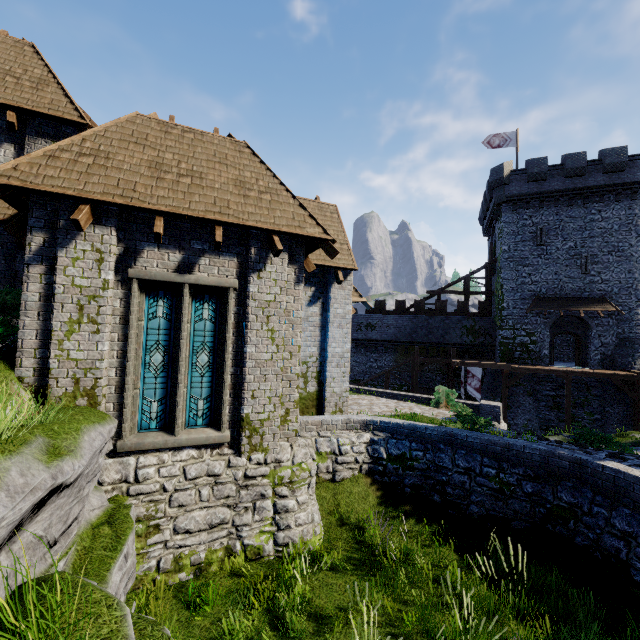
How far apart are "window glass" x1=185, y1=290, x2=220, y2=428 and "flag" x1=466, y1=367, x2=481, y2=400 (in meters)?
23.12

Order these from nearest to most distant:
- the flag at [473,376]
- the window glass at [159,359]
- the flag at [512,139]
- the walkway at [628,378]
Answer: the window glass at [159,359]
the walkway at [628,378]
the flag at [473,376]
the flag at [512,139]

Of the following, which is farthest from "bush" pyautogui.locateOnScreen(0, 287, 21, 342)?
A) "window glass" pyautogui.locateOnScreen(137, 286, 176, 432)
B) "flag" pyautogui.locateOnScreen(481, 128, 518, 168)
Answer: "flag" pyautogui.locateOnScreen(481, 128, 518, 168)

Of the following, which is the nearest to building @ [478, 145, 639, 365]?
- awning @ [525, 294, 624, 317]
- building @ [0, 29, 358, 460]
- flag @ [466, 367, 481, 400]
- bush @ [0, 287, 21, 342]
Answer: awning @ [525, 294, 624, 317]

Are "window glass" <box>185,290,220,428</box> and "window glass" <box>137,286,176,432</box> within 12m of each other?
yes

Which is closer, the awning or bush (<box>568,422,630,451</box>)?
bush (<box>568,422,630,451</box>)

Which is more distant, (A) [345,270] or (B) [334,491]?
(A) [345,270]

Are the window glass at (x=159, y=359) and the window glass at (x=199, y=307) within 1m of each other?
yes
